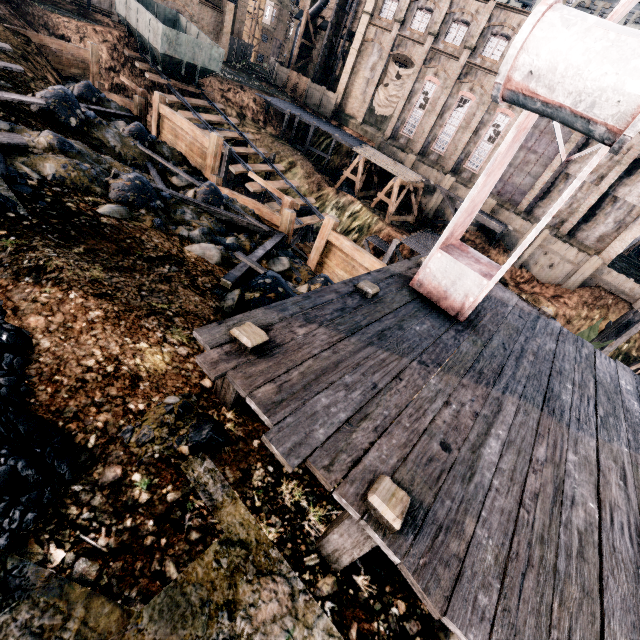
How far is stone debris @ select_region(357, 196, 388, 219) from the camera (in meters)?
32.75

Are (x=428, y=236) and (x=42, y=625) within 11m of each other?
no

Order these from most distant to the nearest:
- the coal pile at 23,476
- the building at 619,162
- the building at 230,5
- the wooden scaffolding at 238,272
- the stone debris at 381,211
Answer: the building at 230,5 → the stone debris at 381,211 → the building at 619,162 → the wooden scaffolding at 238,272 → the coal pile at 23,476

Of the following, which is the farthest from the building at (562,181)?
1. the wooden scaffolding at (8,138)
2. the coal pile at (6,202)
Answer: the coal pile at (6,202)

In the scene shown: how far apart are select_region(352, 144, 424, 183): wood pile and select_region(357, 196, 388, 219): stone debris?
3.5m

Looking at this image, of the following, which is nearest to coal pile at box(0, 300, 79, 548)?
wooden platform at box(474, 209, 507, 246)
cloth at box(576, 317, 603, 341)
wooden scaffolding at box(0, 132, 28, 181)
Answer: wooden scaffolding at box(0, 132, 28, 181)

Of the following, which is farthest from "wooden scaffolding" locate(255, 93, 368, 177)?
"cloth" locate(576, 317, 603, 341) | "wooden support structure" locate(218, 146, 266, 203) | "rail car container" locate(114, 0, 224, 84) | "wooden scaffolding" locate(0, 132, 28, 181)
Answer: "wooden scaffolding" locate(0, 132, 28, 181)

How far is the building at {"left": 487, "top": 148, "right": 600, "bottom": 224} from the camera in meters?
30.1
